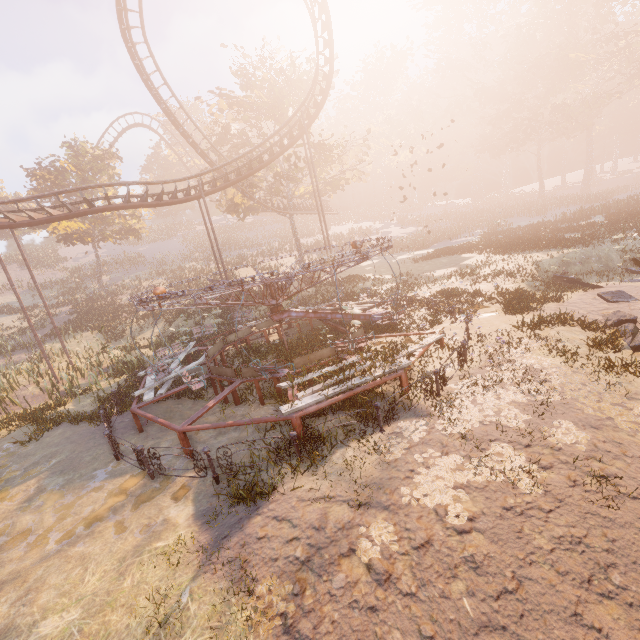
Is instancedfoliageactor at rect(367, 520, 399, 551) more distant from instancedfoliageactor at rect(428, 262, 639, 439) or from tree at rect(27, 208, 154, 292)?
tree at rect(27, 208, 154, 292)

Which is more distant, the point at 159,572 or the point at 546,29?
the point at 546,29

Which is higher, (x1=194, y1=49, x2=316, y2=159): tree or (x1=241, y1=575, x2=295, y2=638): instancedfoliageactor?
(x1=194, y1=49, x2=316, y2=159): tree

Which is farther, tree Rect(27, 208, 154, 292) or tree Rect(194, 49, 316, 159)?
tree Rect(27, 208, 154, 292)

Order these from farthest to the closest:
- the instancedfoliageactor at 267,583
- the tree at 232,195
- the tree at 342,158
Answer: the tree at 232,195
the tree at 342,158
the instancedfoliageactor at 267,583

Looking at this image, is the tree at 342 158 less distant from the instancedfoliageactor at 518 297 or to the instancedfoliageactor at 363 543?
the instancedfoliageactor at 518 297

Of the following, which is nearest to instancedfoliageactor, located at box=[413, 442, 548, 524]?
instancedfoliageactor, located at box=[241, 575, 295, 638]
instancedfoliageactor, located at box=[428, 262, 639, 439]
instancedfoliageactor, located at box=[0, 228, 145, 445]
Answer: instancedfoliageactor, located at box=[428, 262, 639, 439]

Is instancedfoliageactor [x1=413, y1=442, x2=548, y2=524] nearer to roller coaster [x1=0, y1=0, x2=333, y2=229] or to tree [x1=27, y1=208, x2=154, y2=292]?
roller coaster [x1=0, y1=0, x2=333, y2=229]
